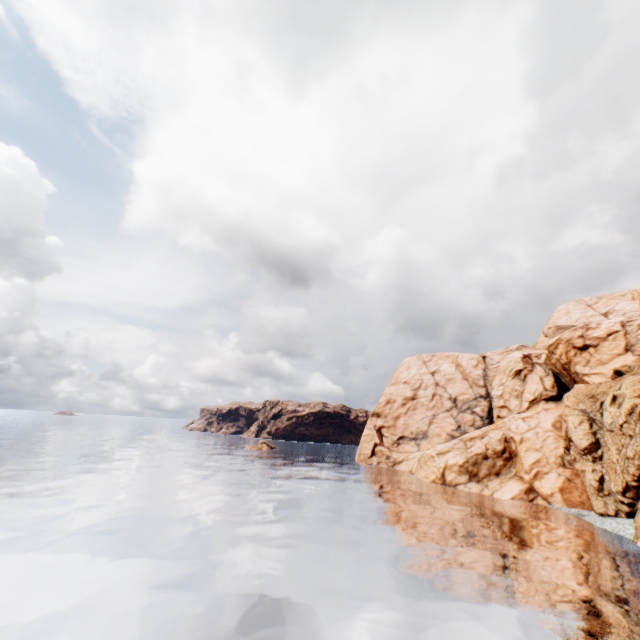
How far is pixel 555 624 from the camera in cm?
1404
